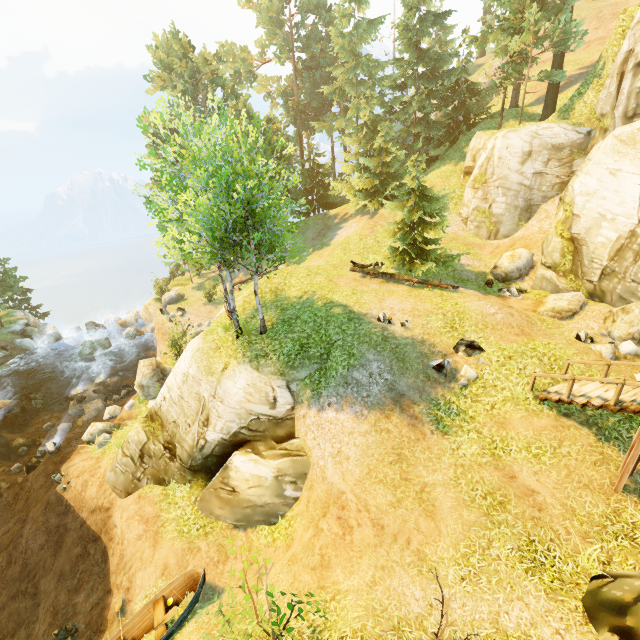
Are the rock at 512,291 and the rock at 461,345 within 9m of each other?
yes

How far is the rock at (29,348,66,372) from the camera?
28.0 meters

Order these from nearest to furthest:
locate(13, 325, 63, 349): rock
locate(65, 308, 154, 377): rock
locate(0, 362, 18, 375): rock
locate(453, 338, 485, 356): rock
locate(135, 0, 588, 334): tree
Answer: locate(135, 0, 588, 334): tree → locate(453, 338, 485, 356): rock → locate(0, 362, 18, 375): rock → locate(65, 308, 154, 377): rock → locate(13, 325, 63, 349): rock

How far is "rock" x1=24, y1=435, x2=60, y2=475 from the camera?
17.6 meters

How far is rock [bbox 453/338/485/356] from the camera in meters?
12.0 m

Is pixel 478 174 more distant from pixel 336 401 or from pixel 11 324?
pixel 11 324

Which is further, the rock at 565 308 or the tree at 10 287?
the tree at 10 287

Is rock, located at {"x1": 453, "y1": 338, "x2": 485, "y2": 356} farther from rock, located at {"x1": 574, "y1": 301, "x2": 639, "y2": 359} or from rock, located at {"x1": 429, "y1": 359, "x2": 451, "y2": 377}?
rock, located at {"x1": 574, "y1": 301, "x2": 639, "y2": 359}
